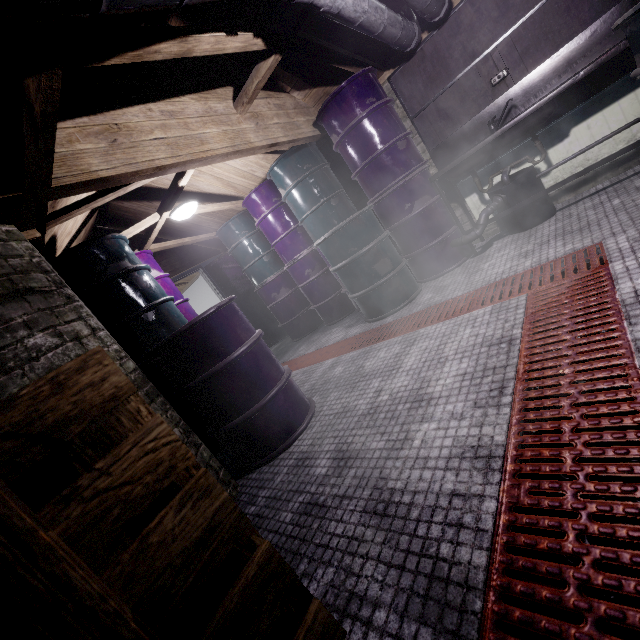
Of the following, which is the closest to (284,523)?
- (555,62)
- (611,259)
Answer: (611,259)

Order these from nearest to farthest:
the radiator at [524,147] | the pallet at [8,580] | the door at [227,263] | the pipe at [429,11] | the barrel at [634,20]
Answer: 1. the pallet at [8,580]
2. the barrel at [634,20]
3. the pipe at [429,11]
4. the radiator at [524,147]
5. the door at [227,263]

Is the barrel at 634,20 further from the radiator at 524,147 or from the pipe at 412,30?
the pipe at 412,30

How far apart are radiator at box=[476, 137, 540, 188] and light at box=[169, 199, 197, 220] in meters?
2.8 m

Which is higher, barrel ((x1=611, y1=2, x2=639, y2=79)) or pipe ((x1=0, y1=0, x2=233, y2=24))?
pipe ((x1=0, y1=0, x2=233, y2=24))

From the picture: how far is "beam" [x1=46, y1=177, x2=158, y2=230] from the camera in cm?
209

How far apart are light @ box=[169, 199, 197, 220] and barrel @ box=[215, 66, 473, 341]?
0.86m

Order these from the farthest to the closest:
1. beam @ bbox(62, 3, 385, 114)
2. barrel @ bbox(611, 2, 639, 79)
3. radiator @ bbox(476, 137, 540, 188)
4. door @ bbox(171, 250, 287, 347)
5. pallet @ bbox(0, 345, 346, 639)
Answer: door @ bbox(171, 250, 287, 347) < radiator @ bbox(476, 137, 540, 188) < barrel @ bbox(611, 2, 639, 79) < beam @ bbox(62, 3, 385, 114) < pallet @ bbox(0, 345, 346, 639)
